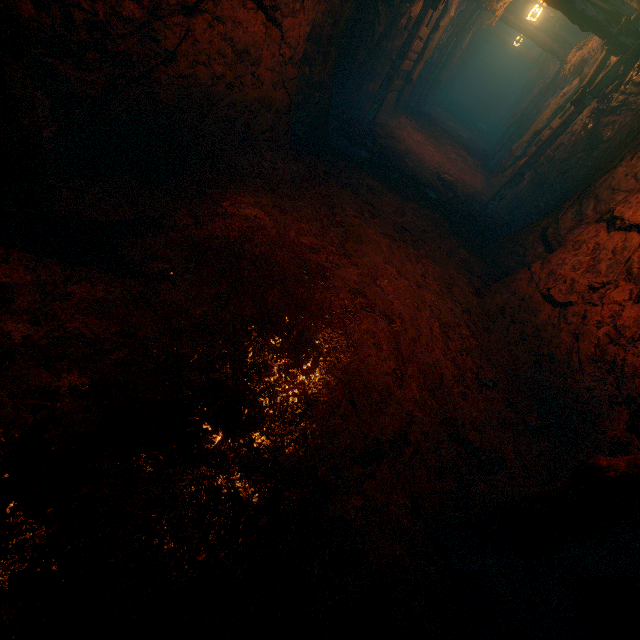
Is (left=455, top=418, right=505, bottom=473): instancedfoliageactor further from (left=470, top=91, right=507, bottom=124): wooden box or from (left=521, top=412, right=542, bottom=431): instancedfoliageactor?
(left=470, top=91, right=507, bottom=124): wooden box

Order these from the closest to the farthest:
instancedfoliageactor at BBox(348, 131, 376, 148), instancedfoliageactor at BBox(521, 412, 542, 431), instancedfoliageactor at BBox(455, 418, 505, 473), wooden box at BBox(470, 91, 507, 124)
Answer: instancedfoliageactor at BBox(455, 418, 505, 473)
instancedfoliageactor at BBox(521, 412, 542, 431)
instancedfoliageactor at BBox(348, 131, 376, 148)
wooden box at BBox(470, 91, 507, 124)

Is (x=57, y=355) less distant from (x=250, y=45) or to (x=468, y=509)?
(x=468, y=509)

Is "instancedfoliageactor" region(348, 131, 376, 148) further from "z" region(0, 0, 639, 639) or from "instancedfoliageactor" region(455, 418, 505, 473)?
"instancedfoliageactor" region(455, 418, 505, 473)

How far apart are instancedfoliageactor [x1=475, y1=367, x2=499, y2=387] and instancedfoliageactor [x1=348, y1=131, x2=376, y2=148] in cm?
632

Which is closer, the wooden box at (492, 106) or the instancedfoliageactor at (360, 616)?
the instancedfoliageactor at (360, 616)

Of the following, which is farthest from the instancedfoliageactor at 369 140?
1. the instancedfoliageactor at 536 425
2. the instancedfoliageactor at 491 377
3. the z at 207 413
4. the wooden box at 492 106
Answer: the wooden box at 492 106

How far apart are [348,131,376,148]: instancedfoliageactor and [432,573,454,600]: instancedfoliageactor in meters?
8.3 m
